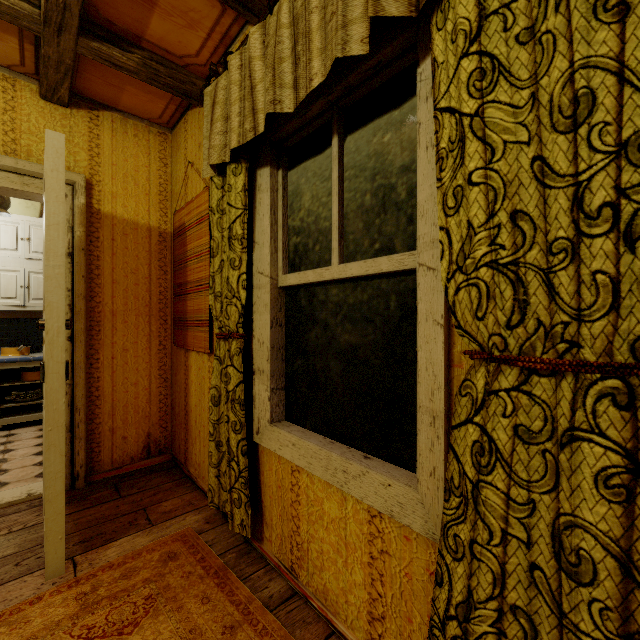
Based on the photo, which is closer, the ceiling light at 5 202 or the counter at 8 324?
the ceiling light at 5 202

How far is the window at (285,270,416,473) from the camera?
1.14m

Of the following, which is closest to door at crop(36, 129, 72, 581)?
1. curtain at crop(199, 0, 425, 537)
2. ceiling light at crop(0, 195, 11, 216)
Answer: curtain at crop(199, 0, 425, 537)

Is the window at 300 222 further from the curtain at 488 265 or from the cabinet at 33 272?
the cabinet at 33 272

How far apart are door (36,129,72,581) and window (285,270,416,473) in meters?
1.0 m

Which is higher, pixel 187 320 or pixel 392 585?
pixel 187 320

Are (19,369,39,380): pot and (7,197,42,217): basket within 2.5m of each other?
yes

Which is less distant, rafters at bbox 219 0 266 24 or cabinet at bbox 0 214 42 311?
rafters at bbox 219 0 266 24
